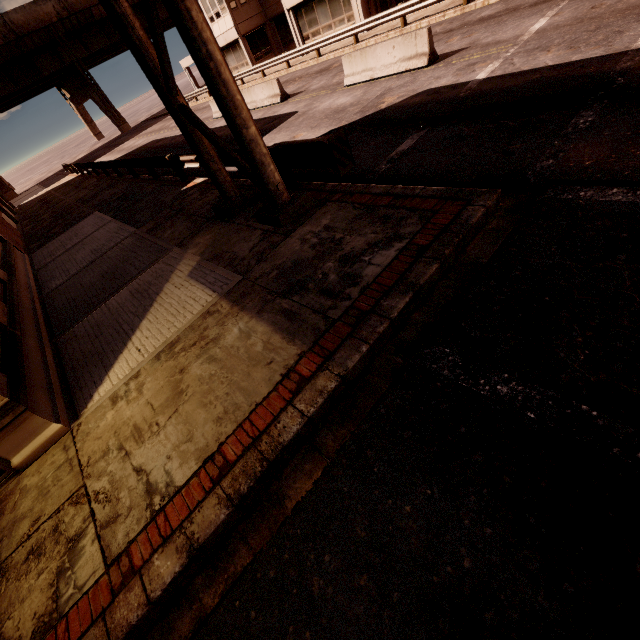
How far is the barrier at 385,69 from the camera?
10.84m

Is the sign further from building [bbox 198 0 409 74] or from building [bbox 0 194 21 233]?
building [bbox 0 194 21 233]

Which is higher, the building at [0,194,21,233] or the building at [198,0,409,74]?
the building at [198,0,409,74]

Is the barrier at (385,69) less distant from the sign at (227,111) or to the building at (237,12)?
the sign at (227,111)

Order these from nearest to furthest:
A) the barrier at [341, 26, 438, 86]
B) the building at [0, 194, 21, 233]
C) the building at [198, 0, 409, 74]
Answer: the barrier at [341, 26, 438, 86]
the building at [0, 194, 21, 233]
the building at [198, 0, 409, 74]

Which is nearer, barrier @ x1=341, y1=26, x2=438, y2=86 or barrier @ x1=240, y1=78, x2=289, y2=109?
barrier @ x1=341, y1=26, x2=438, y2=86

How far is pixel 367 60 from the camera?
12.5m

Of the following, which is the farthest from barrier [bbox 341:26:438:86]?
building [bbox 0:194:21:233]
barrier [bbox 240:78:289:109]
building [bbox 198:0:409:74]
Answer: building [bbox 0:194:21:233]
